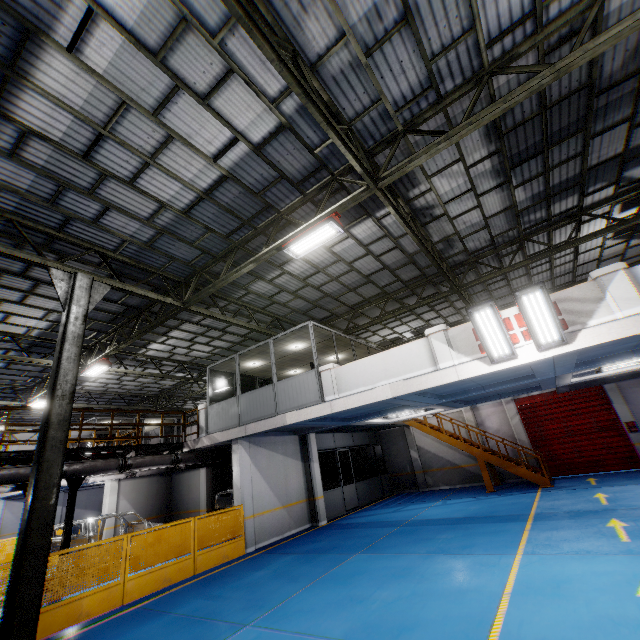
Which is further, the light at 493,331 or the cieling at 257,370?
the cieling at 257,370

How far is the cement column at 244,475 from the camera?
11.37m

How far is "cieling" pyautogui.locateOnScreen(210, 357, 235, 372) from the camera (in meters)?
14.23

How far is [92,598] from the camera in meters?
7.5 m

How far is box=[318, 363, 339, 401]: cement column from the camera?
10.3m

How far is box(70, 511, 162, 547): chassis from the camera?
11.21m

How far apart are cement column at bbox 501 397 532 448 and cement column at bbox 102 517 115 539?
21.7 meters

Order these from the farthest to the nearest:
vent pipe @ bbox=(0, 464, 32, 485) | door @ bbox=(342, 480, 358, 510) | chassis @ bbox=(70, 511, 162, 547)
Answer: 1. door @ bbox=(342, 480, 358, 510)
2. chassis @ bbox=(70, 511, 162, 547)
3. vent pipe @ bbox=(0, 464, 32, 485)
